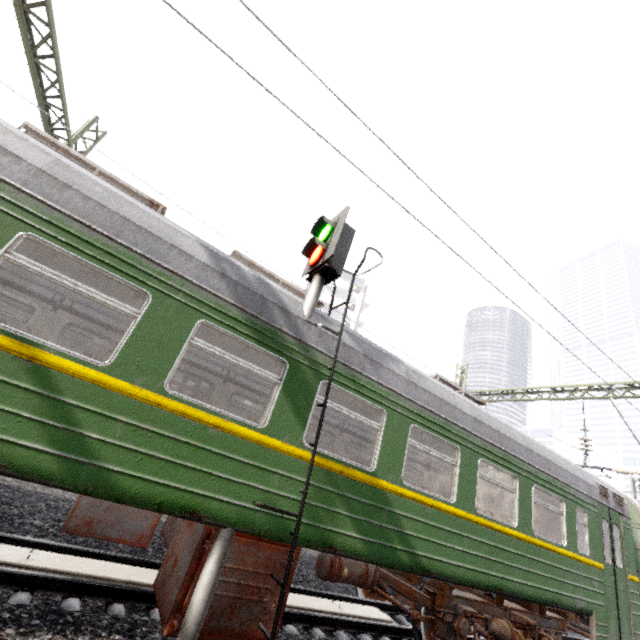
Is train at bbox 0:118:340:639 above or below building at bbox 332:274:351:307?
below

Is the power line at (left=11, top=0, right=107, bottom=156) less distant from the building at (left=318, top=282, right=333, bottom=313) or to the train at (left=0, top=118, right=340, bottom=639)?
the train at (left=0, top=118, right=340, bottom=639)

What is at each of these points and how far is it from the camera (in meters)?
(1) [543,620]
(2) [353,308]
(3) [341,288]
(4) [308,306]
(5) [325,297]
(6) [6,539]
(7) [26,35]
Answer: (1) train, 6.99
(2) building, 44.19
(3) building, 43.41
(4) traffic signal, 4.82
(5) building, 42.06
(6) train track, 4.34
(7) power line, 6.53

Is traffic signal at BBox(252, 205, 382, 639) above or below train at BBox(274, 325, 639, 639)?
above

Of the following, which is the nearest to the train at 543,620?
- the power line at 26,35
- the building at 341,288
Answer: the power line at 26,35

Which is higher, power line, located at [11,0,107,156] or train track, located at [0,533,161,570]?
power line, located at [11,0,107,156]

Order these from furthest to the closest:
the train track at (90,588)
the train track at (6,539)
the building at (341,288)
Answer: the building at (341,288)
the train track at (6,539)
the train track at (90,588)
